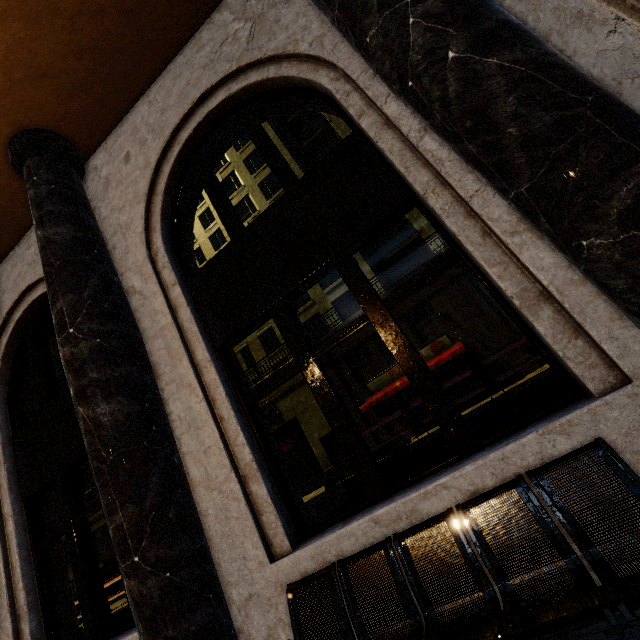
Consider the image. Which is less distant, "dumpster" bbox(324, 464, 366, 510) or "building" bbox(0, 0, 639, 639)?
"building" bbox(0, 0, 639, 639)

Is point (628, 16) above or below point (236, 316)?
below

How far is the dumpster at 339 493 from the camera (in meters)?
4.96

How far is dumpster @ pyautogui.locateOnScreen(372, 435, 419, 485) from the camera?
4.8m
